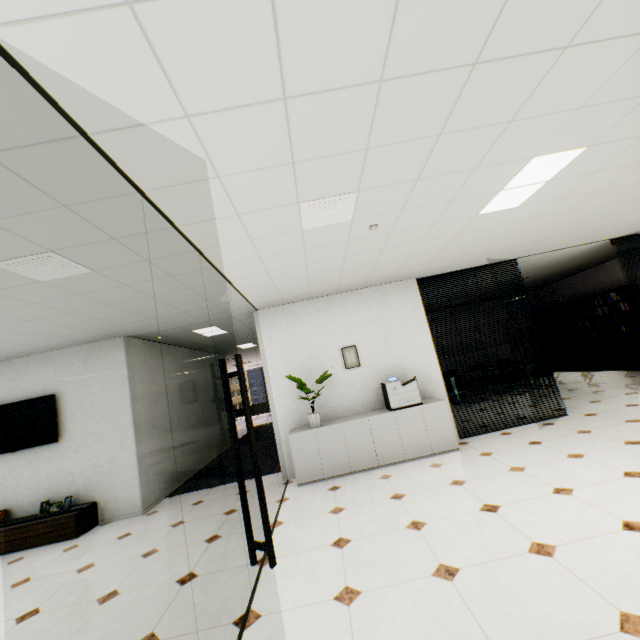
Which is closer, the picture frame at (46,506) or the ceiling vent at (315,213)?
the ceiling vent at (315,213)

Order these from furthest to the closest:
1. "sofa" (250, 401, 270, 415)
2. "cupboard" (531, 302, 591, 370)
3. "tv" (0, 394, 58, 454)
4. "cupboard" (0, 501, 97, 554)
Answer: "sofa" (250, 401, 270, 415)
"cupboard" (531, 302, 591, 370)
"tv" (0, 394, 58, 454)
"cupboard" (0, 501, 97, 554)

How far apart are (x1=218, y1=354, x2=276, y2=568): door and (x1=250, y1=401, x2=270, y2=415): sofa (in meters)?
16.50

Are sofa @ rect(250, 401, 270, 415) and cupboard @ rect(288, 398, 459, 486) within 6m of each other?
no

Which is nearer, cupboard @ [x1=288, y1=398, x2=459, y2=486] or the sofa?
cupboard @ [x1=288, y1=398, x2=459, y2=486]

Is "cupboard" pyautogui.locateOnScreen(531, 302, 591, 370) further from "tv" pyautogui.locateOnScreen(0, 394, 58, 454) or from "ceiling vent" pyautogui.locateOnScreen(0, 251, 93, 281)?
"tv" pyautogui.locateOnScreen(0, 394, 58, 454)

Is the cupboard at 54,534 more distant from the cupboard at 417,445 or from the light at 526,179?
the light at 526,179

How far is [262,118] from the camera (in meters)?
1.72
